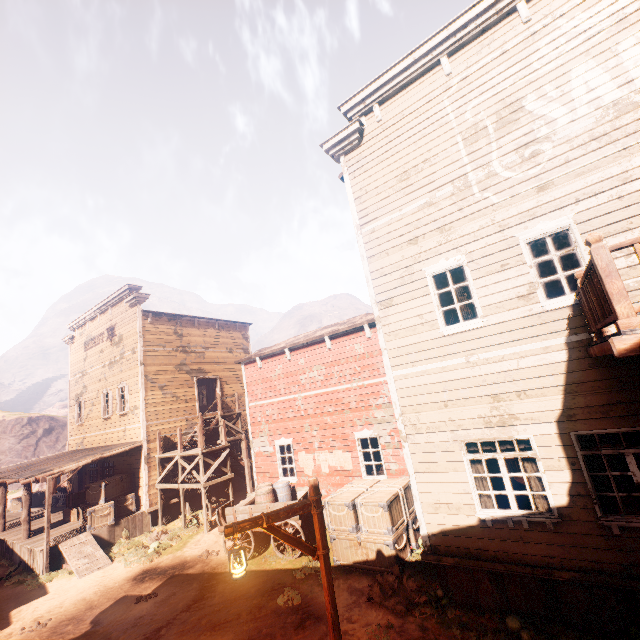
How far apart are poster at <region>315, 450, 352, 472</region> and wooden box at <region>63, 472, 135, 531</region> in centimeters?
971cm

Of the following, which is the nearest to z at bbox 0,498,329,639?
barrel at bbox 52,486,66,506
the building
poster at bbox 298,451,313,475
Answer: the building

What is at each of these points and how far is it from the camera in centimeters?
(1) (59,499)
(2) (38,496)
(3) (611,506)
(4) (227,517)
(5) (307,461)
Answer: (1) barrel, 2066cm
(2) wooden box, 2186cm
(3) curtain, 567cm
(4) carraige, 1109cm
(5) poster, 1273cm

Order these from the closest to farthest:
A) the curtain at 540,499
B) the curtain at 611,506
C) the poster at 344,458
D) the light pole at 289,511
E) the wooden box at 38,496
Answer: the light pole at 289,511 < the curtain at 611,506 < the curtain at 540,499 < the poster at 344,458 < the wooden box at 38,496

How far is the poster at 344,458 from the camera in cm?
1171

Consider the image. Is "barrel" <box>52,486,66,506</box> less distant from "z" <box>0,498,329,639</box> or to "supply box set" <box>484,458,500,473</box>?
"z" <box>0,498,329,639</box>

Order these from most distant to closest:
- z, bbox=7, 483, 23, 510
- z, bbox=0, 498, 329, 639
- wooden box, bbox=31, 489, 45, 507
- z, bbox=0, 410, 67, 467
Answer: z, bbox=0, 410, 67, 467
z, bbox=7, 483, 23, 510
wooden box, bbox=31, 489, 45, 507
z, bbox=0, 498, 329, 639

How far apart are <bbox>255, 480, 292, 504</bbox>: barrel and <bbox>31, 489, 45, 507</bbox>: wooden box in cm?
1986
